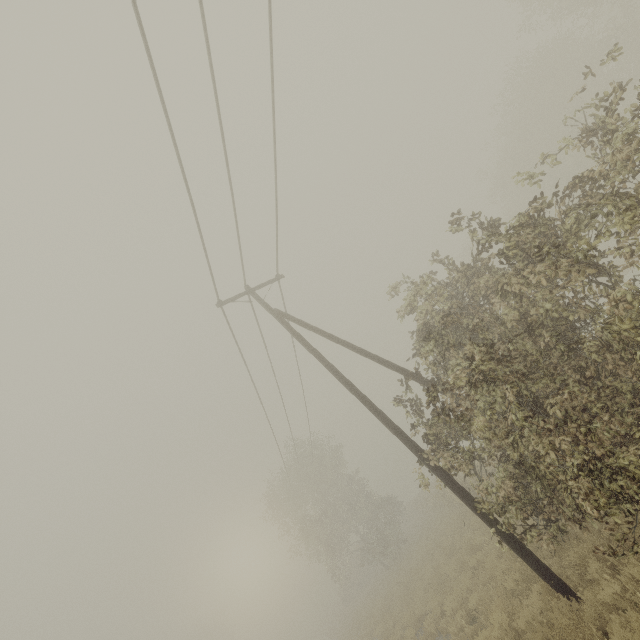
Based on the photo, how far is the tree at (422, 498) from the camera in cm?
2711

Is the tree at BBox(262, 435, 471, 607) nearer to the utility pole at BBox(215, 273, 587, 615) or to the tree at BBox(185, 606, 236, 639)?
the tree at BBox(185, 606, 236, 639)

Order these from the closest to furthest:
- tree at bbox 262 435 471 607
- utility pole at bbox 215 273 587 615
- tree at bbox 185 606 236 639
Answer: utility pole at bbox 215 273 587 615 → tree at bbox 262 435 471 607 → tree at bbox 185 606 236 639

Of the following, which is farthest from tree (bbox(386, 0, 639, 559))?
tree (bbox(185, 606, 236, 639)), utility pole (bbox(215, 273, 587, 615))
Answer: utility pole (bbox(215, 273, 587, 615))

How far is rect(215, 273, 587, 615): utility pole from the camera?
6.69m

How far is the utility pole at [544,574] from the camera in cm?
669

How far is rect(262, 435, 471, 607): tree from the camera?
27.1 meters

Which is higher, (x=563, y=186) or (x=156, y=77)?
(x=156, y=77)
